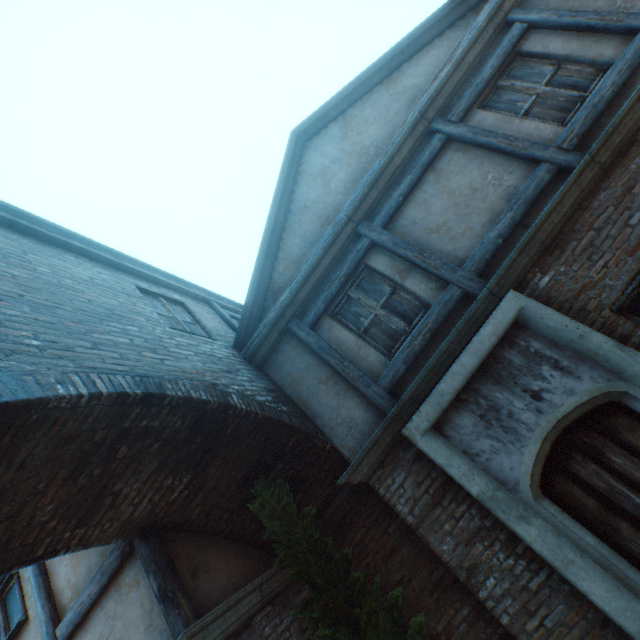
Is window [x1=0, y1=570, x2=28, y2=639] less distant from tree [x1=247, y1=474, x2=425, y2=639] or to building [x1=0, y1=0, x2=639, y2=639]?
building [x1=0, y1=0, x2=639, y2=639]

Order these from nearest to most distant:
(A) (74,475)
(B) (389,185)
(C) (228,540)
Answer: (A) (74,475)
(C) (228,540)
(B) (389,185)

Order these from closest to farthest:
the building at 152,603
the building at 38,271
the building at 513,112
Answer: the building at 38,271 → the building at 152,603 → the building at 513,112

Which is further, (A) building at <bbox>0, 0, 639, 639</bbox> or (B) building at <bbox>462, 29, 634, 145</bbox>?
(B) building at <bbox>462, 29, 634, 145</bbox>

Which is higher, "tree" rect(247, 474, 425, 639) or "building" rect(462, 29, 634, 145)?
"building" rect(462, 29, 634, 145)

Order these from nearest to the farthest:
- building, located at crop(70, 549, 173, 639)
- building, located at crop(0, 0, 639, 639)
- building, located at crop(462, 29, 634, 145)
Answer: building, located at crop(0, 0, 639, 639)
building, located at crop(70, 549, 173, 639)
building, located at crop(462, 29, 634, 145)

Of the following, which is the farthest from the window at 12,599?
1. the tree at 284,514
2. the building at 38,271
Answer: the tree at 284,514
